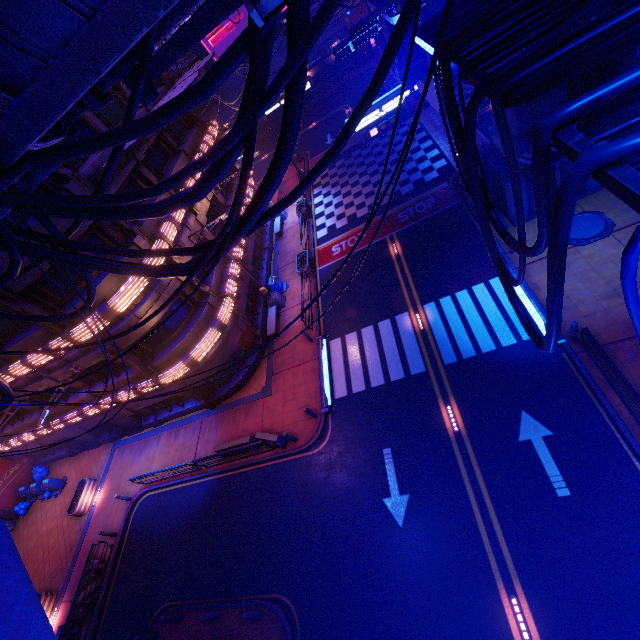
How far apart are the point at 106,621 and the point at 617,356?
26.22m

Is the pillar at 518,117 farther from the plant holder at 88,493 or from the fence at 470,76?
the plant holder at 88,493

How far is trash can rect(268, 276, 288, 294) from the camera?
23.7m

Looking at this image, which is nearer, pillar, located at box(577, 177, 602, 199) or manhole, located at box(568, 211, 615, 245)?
manhole, located at box(568, 211, 615, 245)

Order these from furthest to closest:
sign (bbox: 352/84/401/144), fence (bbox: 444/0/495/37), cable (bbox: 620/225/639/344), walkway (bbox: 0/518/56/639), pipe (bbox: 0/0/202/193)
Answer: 1. sign (bbox: 352/84/401/144)
2. walkway (bbox: 0/518/56/639)
3. fence (bbox: 444/0/495/37)
4. pipe (bbox: 0/0/202/193)
5. cable (bbox: 620/225/639/344)

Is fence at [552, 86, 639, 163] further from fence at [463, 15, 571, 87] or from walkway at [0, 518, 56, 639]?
walkway at [0, 518, 56, 639]

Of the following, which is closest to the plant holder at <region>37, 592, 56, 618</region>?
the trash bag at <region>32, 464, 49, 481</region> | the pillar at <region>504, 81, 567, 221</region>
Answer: the trash bag at <region>32, 464, 49, 481</region>

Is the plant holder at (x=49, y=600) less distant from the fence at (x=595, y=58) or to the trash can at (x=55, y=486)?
the trash can at (x=55, y=486)
